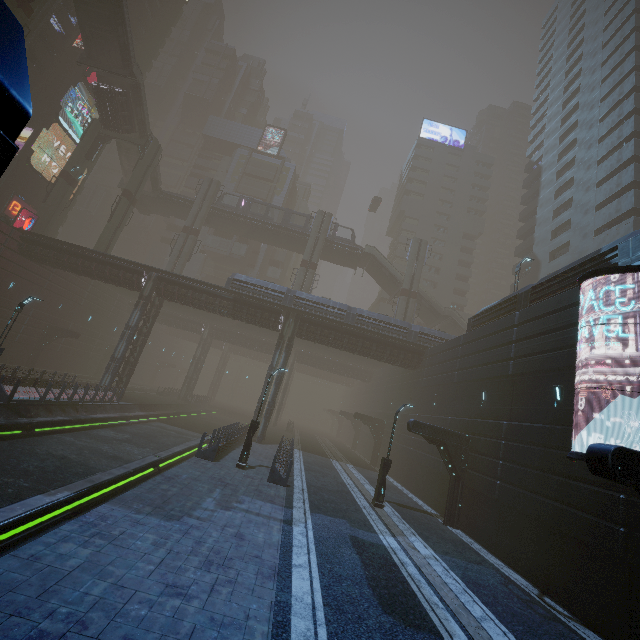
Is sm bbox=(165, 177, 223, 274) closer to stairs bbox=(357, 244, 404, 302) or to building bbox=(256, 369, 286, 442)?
building bbox=(256, 369, 286, 442)

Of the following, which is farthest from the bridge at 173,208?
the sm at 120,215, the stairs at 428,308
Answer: the stairs at 428,308

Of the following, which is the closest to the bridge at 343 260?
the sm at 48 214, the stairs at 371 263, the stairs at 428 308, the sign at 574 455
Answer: the stairs at 371 263

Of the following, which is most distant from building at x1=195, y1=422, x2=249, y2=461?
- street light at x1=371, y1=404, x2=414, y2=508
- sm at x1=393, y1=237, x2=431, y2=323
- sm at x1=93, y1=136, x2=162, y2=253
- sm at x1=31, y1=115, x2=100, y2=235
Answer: sm at x1=31, y1=115, x2=100, y2=235

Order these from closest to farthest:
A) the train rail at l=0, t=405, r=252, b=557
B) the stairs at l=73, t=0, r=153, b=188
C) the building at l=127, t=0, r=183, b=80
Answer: the train rail at l=0, t=405, r=252, b=557
the stairs at l=73, t=0, r=153, b=188
the building at l=127, t=0, r=183, b=80

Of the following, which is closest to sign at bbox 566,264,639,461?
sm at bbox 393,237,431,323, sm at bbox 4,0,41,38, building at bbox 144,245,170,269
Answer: sm at bbox 393,237,431,323

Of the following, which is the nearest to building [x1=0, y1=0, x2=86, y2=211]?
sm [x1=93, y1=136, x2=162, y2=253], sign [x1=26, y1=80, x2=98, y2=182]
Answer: sign [x1=26, y1=80, x2=98, y2=182]

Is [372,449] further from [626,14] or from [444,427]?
[626,14]
